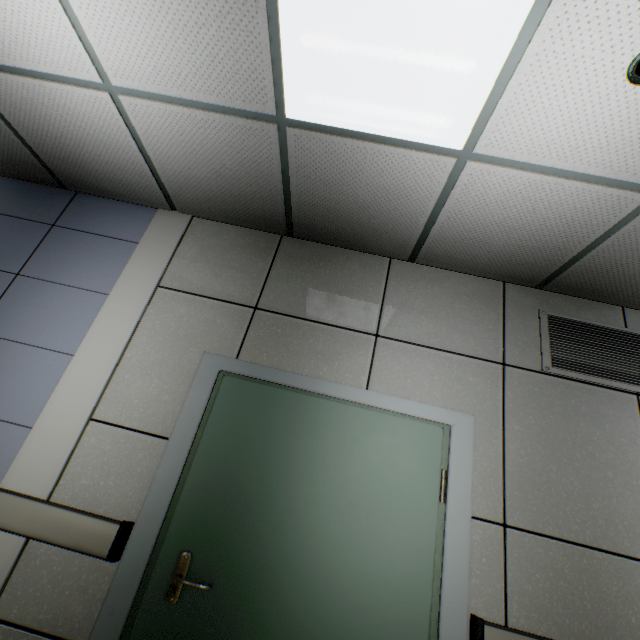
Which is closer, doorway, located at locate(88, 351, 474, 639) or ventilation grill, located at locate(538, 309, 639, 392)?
doorway, located at locate(88, 351, 474, 639)

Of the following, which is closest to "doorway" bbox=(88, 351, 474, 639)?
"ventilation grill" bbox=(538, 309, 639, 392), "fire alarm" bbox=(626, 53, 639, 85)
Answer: "ventilation grill" bbox=(538, 309, 639, 392)

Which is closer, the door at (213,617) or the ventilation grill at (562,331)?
the door at (213,617)

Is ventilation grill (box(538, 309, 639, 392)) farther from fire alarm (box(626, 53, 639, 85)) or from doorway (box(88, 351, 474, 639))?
fire alarm (box(626, 53, 639, 85))

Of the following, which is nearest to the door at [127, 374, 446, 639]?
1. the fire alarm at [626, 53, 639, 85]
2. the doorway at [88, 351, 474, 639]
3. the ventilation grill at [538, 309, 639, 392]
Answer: the doorway at [88, 351, 474, 639]

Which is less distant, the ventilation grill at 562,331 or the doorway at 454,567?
the doorway at 454,567

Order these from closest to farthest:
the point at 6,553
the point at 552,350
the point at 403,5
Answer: the point at 403,5, the point at 6,553, the point at 552,350
